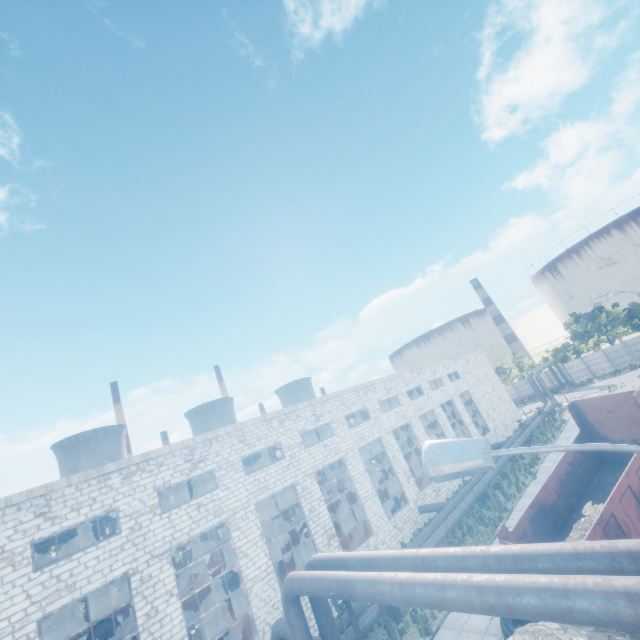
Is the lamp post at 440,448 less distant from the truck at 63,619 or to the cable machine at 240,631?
the cable machine at 240,631

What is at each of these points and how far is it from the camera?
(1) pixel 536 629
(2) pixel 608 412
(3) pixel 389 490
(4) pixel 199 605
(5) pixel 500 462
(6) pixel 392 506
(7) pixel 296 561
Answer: (1) concrete debris, 9.9 meters
(2) truck dump body, 12.7 meters
(3) cable machine, 28.9 meters
(4) cable machine, 24.7 meters
(5) pipe, 26.5 meters
(6) cable machine, 27.9 meters
(7) cable machine, 20.6 meters

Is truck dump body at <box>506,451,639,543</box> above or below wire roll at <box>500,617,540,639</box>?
above

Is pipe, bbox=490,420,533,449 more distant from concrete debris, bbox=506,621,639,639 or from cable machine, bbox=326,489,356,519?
cable machine, bbox=326,489,356,519

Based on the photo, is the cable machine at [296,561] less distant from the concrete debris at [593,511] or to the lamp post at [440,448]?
the concrete debris at [593,511]

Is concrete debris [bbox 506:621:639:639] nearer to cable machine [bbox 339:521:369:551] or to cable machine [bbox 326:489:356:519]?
cable machine [bbox 339:521:369:551]

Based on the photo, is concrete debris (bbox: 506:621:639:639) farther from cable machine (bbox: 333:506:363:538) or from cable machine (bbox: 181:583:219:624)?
cable machine (bbox: 181:583:219:624)

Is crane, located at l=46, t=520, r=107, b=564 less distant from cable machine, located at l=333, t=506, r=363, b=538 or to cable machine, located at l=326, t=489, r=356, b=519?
cable machine, located at l=333, t=506, r=363, b=538
